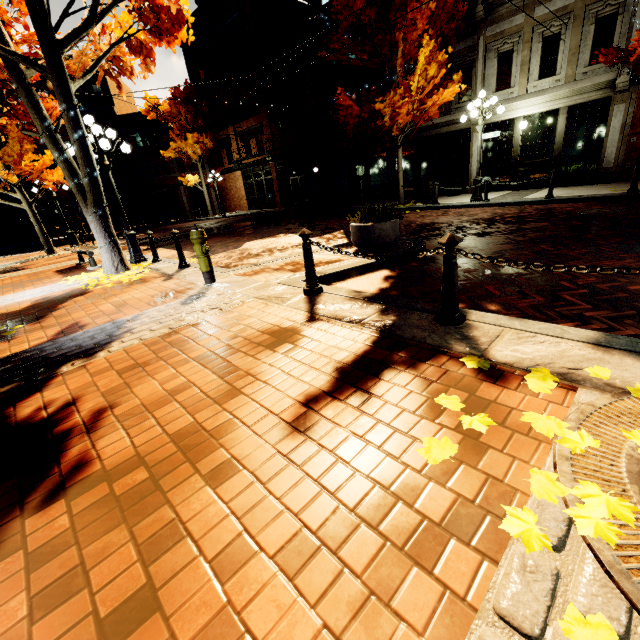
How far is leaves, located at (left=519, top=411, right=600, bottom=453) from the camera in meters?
1.6 m

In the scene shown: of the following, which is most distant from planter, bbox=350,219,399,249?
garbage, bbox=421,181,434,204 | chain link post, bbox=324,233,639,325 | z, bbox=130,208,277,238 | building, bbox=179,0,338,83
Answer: z, bbox=130,208,277,238

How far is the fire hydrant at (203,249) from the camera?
5.5m

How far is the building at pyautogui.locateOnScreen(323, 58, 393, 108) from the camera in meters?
17.5

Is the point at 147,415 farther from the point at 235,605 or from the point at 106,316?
the point at 106,316

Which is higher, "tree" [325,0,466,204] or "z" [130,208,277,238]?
"tree" [325,0,466,204]

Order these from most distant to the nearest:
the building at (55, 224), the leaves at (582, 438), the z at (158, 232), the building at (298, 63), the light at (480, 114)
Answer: the building at (55, 224) < the z at (158, 232) < the building at (298, 63) < the light at (480, 114) < the leaves at (582, 438)

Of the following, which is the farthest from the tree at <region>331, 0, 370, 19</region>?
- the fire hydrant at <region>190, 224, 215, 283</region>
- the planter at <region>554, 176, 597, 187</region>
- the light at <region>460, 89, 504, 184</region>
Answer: the fire hydrant at <region>190, 224, 215, 283</region>
